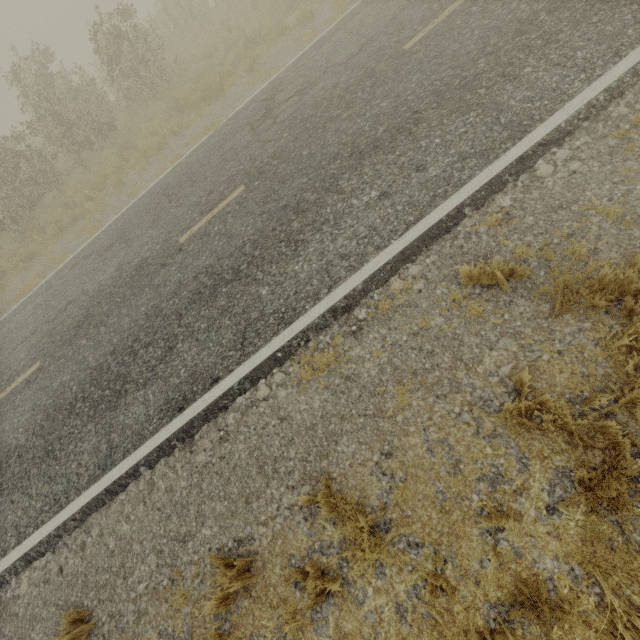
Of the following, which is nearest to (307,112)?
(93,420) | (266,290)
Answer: (266,290)
